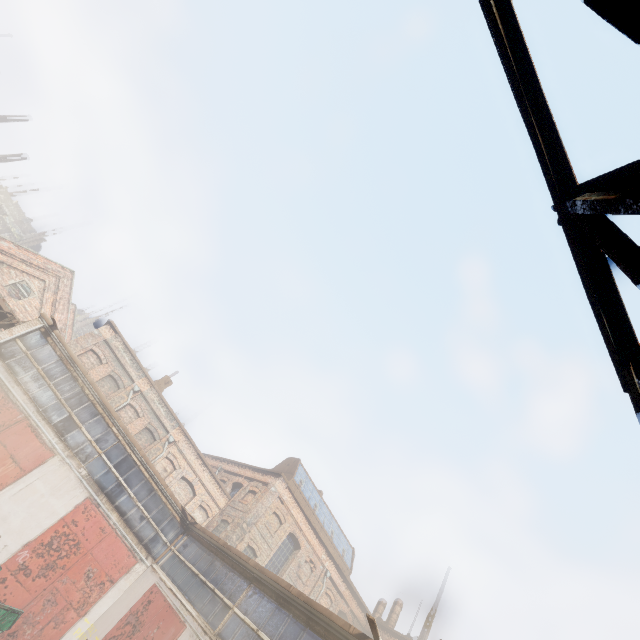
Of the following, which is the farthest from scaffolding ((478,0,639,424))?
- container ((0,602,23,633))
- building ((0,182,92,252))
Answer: building ((0,182,92,252))

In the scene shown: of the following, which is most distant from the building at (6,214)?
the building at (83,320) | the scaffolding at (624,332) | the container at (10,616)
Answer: the scaffolding at (624,332)

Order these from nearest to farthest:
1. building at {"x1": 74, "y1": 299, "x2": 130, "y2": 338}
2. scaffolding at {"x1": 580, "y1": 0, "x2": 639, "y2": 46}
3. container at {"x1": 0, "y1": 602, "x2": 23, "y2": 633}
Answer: scaffolding at {"x1": 580, "y1": 0, "x2": 639, "y2": 46}
container at {"x1": 0, "y1": 602, "x2": 23, "y2": 633}
building at {"x1": 74, "y1": 299, "x2": 130, "y2": 338}

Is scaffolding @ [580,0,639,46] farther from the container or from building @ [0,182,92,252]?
building @ [0,182,92,252]

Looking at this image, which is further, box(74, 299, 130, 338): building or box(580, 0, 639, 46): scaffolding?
box(74, 299, 130, 338): building

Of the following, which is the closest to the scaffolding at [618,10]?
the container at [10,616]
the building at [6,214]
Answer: the container at [10,616]

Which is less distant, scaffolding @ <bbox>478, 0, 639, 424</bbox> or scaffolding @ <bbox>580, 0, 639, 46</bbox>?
scaffolding @ <bbox>580, 0, 639, 46</bbox>

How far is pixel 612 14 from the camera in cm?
85
